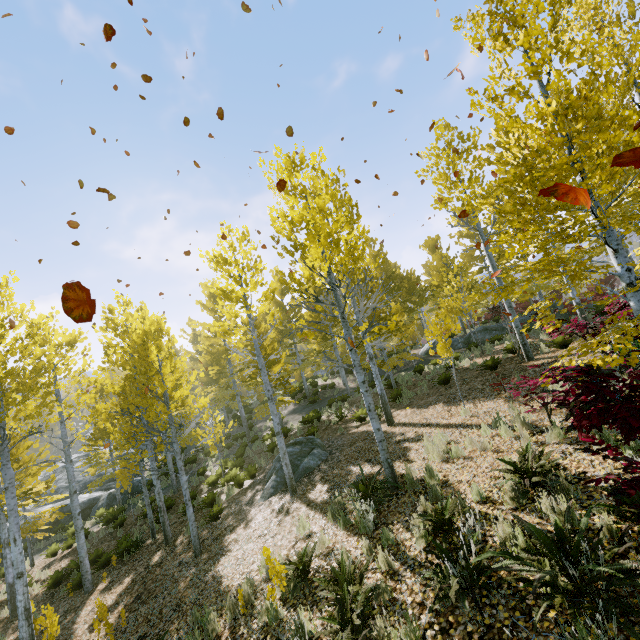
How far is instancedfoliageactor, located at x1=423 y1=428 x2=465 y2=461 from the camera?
6.8 meters

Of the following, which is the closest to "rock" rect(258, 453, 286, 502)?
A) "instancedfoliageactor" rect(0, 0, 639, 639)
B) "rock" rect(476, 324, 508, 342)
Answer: "instancedfoliageactor" rect(0, 0, 639, 639)

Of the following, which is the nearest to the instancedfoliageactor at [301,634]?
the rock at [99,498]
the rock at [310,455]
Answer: the rock at [99,498]

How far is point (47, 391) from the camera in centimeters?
1222cm

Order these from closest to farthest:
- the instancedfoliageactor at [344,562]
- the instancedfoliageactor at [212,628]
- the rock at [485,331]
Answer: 1. the instancedfoliageactor at [344,562]
2. the instancedfoliageactor at [212,628]
3. the rock at [485,331]

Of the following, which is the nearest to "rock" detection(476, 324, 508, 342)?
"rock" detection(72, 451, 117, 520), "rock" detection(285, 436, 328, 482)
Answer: "rock" detection(285, 436, 328, 482)

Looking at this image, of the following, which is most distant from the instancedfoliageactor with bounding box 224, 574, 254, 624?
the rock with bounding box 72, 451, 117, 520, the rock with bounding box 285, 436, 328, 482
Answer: the rock with bounding box 285, 436, 328, 482
